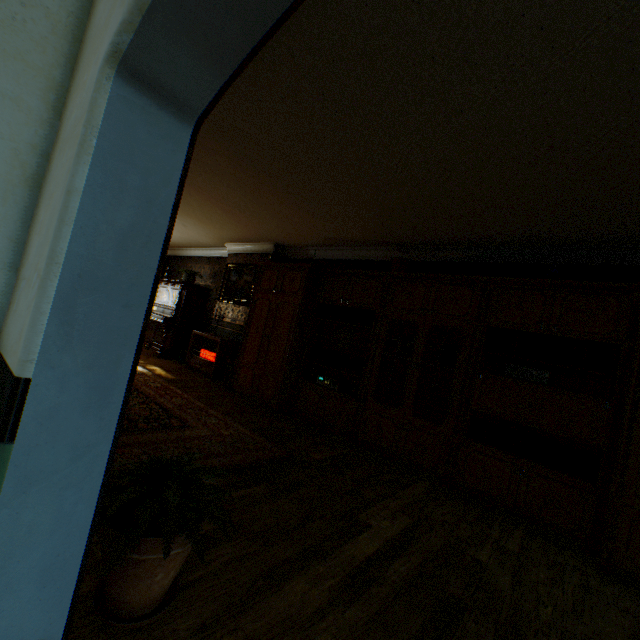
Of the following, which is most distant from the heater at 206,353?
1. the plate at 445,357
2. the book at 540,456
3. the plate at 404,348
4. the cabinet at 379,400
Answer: the book at 540,456

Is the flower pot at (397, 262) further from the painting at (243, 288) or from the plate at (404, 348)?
the painting at (243, 288)

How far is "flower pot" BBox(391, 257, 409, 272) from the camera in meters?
5.0

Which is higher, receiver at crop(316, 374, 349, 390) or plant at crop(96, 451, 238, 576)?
receiver at crop(316, 374, 349, 390)

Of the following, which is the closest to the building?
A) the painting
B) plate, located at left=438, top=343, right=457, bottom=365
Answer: the painting

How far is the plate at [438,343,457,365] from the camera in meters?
4.3 m

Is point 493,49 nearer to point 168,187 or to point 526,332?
point 168,187

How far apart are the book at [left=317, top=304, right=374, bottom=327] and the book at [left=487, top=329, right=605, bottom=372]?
1.6 meters
